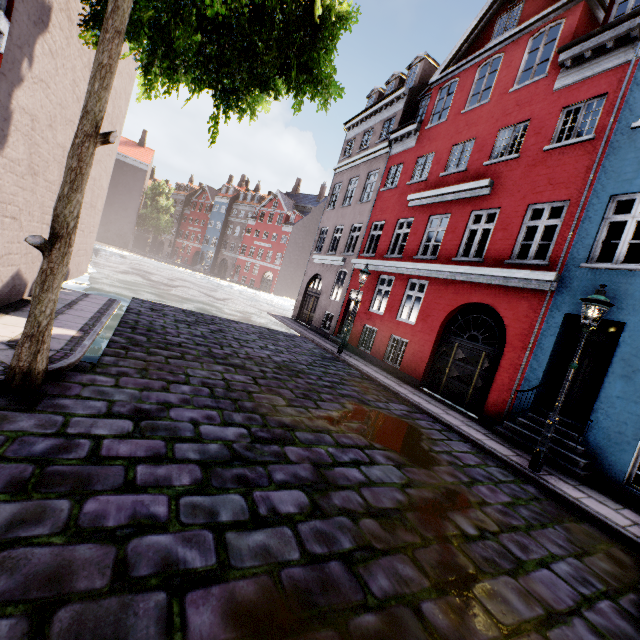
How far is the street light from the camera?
6.09m

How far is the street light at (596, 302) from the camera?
6.1m

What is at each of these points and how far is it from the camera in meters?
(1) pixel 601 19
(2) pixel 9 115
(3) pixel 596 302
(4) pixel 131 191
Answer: (1) building, 9.8
(2) building, 5.0
(3) street light, 6.1
(4) building, 51.4

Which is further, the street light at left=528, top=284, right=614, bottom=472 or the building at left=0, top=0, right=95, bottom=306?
the street light at left=528, top=284, right=614, bottom=472

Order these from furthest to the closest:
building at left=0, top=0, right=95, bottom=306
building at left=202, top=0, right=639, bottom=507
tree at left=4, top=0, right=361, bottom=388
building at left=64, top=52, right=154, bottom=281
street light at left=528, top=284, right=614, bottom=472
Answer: building at left=64, top=52, right=154, bottom=281, building at left=202, top=0, right=639, bottom=507, street light at left=528, top=284, right=614, bottom=472, building at left=0, top=0, right=95, bottom=306, tree at left=4, top=0, right=361, bottom=388

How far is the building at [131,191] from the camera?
10.84m

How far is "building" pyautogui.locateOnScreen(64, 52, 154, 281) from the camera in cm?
1084

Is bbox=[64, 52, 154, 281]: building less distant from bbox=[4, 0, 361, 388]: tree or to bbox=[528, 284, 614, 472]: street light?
bbox=[528, 284, 614, 472]: street light
